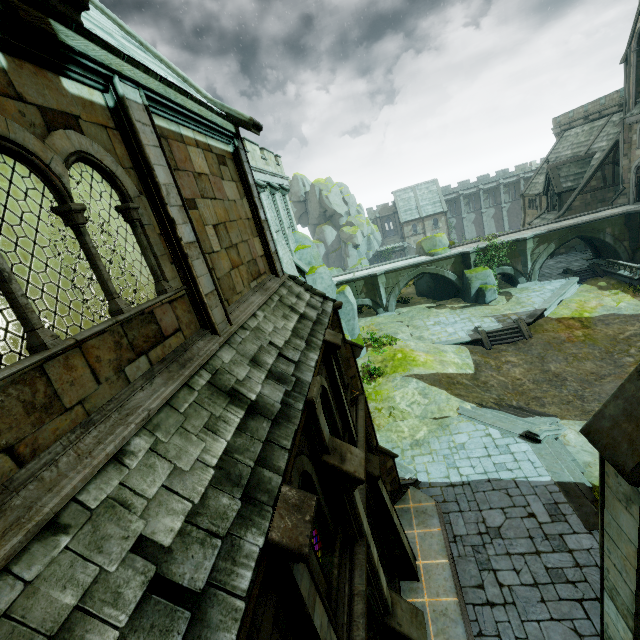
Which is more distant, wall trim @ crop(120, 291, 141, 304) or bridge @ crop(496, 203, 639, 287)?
bridge @ crop(496, 203, 639, 287)

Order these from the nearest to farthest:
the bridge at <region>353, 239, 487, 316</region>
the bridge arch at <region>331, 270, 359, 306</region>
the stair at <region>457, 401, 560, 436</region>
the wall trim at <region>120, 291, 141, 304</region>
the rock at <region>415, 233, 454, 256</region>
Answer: the wall trim at <region>120, 291, 141, 304</region>
the stair at <region>457, 401, 560, 436</region>
the bridge at <region>353, 239, 487, 316</region>
the rock at <region>415, 233, 454, 256</region>
the bridge arch at <region>331, 270, 359, 306</region>

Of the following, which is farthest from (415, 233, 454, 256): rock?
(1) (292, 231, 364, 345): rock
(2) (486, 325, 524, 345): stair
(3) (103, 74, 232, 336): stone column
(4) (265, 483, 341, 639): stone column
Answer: (4) (265, 483, 341, 639): stone column

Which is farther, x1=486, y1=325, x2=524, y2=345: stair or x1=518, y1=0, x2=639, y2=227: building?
x1=518, y1=0, x2=639, y2=227: building

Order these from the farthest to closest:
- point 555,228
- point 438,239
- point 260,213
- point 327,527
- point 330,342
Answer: point 438,239, point 555,228, point 260,213, point 330,342, point 327,527

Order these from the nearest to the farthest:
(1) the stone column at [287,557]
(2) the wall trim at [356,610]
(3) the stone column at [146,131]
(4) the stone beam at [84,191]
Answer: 1. (1) the stone column at [287,557]
2. (3) the stone column at [146,131]
3. (2) the wall trim at [356,610]
4. (4) the stone beam at [84,191]

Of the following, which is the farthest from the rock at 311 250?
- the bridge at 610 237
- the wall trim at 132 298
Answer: the wall trim at 132 298

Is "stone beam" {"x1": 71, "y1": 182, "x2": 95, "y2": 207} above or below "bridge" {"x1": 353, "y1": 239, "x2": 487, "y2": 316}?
above
